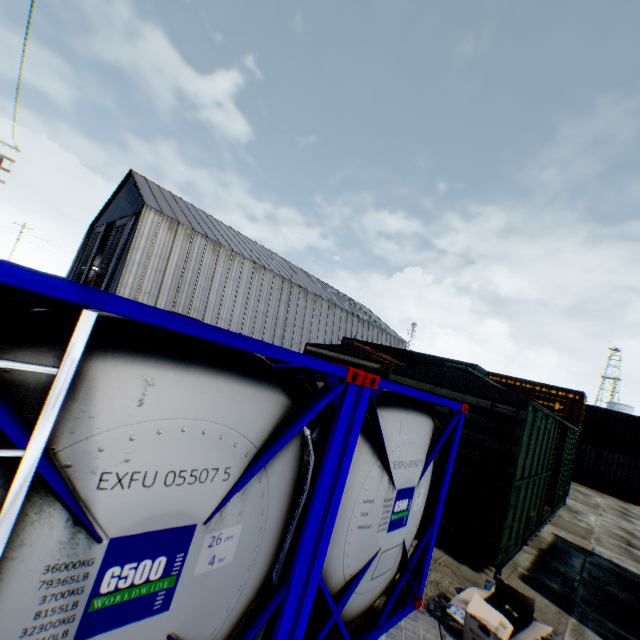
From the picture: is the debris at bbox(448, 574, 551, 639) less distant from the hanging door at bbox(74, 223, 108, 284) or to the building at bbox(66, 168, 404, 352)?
the building at bbox(66, 168, 404, 352)

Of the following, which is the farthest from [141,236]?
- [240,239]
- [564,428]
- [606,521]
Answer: [606,521]

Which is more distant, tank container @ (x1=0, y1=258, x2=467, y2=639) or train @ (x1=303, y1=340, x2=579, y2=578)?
train @ (x1=303, y1=340, x2=579, y2=578)

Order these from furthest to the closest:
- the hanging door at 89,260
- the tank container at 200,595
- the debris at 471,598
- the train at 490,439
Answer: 1. the hanging door at 89,260
2. the train at 490,439
3. the debris at 471,598
4. the tank container at 200,595

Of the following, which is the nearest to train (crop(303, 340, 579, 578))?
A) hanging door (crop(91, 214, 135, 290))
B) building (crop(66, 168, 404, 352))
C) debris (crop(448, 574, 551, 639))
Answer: debris (crop(448, 574, 551, 639))

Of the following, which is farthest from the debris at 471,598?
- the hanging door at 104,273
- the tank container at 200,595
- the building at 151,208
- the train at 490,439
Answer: the hanging door at 104,273

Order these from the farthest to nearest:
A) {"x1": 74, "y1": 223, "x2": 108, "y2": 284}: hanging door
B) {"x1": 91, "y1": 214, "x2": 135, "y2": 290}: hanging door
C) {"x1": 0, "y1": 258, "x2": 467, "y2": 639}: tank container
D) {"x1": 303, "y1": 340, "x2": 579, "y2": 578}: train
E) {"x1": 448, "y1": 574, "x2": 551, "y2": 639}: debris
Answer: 1. {"x1": 74, "y1": 223, "x2": 108, "y2": 284}: hanging door
2. {"x1": 91, "y1": 214, "x2": 135, "y2": 290}: hanging door
3. {"x1": 303, "y1": 340, "x2": 579, "y2": 578}: train
4. {"x1": 448, "y1": 574, "x2": 551, "y2": 639}: debris
5. {"x1": 0, "y1": 258, "x2": 467, "y2": 639}: tank container

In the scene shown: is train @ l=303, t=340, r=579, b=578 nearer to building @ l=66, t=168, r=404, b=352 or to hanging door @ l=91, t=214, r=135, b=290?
building @ l=66, t=168, r=404, b=352
